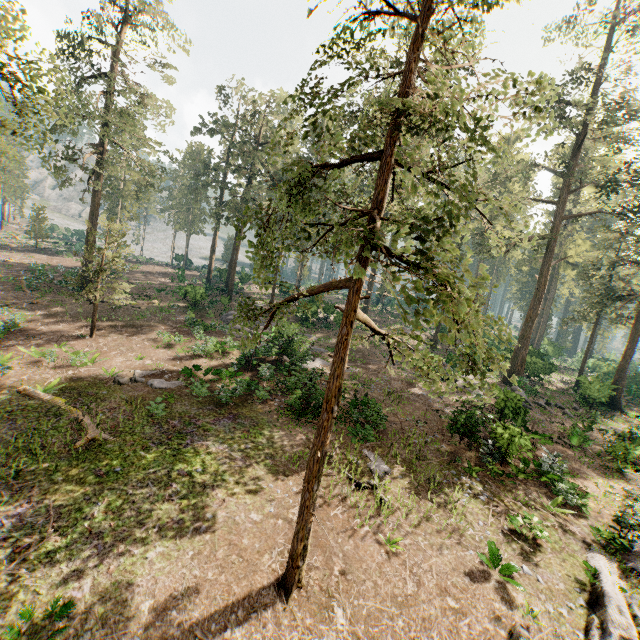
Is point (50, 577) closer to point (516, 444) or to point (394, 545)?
point (394, 545)

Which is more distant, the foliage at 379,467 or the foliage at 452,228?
the foliage at 379,467

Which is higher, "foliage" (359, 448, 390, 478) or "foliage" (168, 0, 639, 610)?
"foliage" (168, 0, 639, 610)

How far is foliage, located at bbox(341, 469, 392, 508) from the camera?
12.2 meters

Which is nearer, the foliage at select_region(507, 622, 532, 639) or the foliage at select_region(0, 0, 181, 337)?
the foliage at select_region(507, 622, 532, 639)

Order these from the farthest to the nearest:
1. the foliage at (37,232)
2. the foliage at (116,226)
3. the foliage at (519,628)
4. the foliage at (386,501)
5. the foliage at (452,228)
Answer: the foliage at (37,232) → the foliage at (386,501) → the foliage at (116,226) → the foliage at (519,628) → the foliage at (452,228)

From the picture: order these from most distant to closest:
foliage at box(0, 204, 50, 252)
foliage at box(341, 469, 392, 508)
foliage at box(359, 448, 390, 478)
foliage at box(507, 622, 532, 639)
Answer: foliage at box(0, 204, 50, 252)
foliage at box(359, 448, 390, 478)
foliage at box(341, 469, 392, 508)
foliage at box(507, 622, 532, 639)
